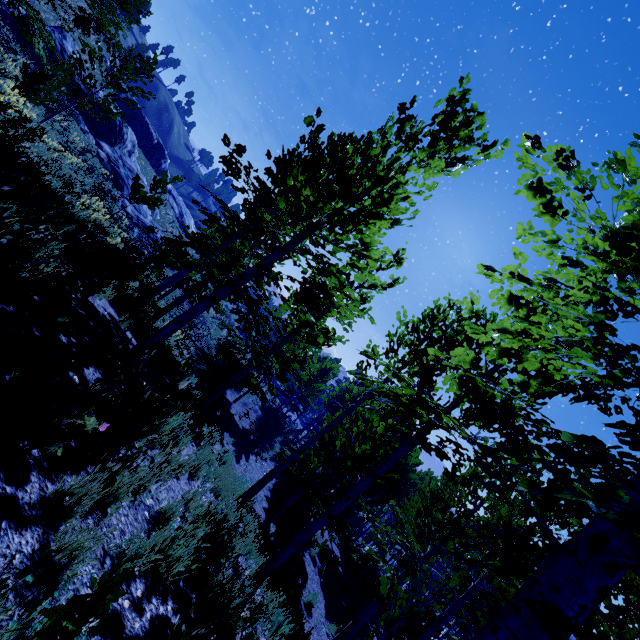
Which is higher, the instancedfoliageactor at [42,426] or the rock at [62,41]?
the rock at [62,41]

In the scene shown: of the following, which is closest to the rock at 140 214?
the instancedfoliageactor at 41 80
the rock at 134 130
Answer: the rock at 134 130

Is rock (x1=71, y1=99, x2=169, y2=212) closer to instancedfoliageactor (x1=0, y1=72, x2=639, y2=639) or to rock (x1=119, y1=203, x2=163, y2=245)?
rock (x1=119, y1=203, x2=163, y2=245)

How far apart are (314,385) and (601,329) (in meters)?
28.01

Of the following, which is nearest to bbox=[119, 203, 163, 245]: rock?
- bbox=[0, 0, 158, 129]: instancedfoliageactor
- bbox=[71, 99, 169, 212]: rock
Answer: bbox=[71, 99, 169, 212]: rock

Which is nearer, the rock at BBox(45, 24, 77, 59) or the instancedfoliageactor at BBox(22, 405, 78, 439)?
the instancedfoliageactor at BBox(22, 405, 78, 439)
